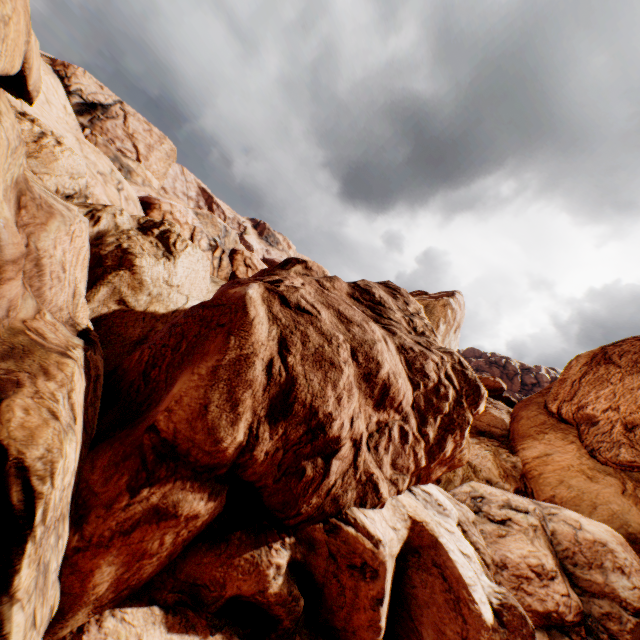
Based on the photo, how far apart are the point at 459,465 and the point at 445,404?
8.3 meters
